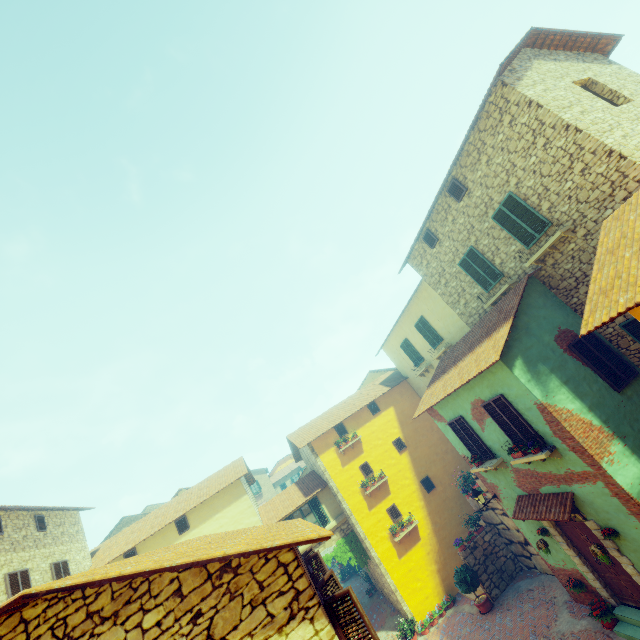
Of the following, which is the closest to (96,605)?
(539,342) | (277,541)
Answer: (277,541)

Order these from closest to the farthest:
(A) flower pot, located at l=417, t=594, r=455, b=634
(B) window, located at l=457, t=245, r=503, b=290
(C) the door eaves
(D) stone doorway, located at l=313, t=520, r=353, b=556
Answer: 1. (C) the door eaves
2. (B) window, located at l=457, t=245, r=503, b=290
3. (A) flower pot, located at l=417, t=594, r=455, b=634
4. (D) stone doorway, located at l=313, t=520, r=353, b=556

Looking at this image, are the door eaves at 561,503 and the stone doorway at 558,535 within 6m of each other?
yes

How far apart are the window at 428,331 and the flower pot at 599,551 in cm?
914

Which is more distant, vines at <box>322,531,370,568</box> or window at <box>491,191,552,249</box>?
vines at <box>322,531,370,568</box>

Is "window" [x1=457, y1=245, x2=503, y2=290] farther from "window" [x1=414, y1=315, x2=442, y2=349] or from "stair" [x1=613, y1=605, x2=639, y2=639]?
"stair" [x1=613, y1=605, x2=639, y2=639]

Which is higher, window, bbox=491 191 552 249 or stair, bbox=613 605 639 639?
window, bbox=491 191 552 249

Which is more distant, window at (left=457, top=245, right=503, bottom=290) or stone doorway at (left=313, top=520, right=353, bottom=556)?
stone doorway at (left=313, top=520, right=353, bottom=556)
